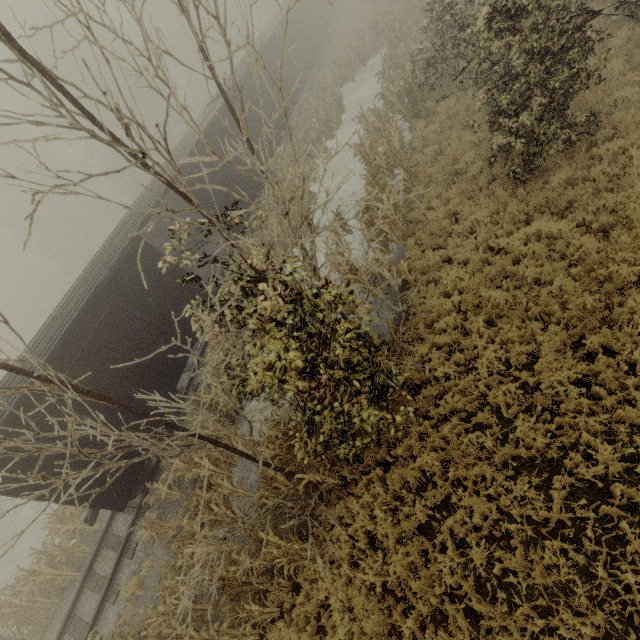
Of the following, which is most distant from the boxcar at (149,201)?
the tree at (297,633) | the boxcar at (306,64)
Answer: the tree at (297,633)

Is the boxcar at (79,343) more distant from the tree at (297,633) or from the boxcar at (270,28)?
the tree at (297,633)

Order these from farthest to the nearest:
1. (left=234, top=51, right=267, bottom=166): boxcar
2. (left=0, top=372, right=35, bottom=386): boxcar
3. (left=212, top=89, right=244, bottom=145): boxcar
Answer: (left=234, top=51, right=267, bottom=166): boxcar
(left=212, top=89, right=244, bottom=145): boxcar
(left=0, top=372, right=35, bottom=386): boxcar

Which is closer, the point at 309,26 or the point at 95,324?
the point at 95,324

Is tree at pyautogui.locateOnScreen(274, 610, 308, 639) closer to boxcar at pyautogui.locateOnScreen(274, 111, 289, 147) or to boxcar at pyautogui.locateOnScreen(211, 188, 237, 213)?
boxcar at pyautogui.locateOnScreen(211, 188, 237, 213)

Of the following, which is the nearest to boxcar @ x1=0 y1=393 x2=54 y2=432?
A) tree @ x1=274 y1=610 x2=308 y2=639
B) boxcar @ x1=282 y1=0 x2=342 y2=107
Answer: boxcar @ x1=282 y1=0 x2=342 y2=107

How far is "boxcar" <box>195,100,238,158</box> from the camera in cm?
1502
